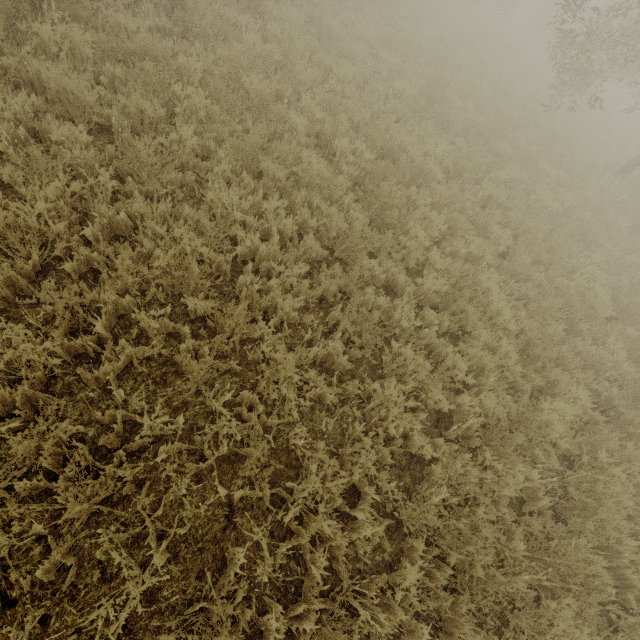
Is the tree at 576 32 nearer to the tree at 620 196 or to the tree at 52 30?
the tree at 620 196

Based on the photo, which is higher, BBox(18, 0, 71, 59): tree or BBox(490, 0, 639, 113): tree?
BBox(490, 0, 639, 113): tree

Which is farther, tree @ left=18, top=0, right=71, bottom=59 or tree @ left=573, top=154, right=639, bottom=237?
tree @ left=573, top=154, right=639, bottom=237

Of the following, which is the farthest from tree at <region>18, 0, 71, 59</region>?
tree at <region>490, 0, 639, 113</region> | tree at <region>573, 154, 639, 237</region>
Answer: tree at <region>490, 0, 639, 113</region>

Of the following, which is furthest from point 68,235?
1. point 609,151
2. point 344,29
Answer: point 609,151

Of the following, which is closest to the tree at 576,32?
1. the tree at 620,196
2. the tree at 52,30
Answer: the tree at 620,196

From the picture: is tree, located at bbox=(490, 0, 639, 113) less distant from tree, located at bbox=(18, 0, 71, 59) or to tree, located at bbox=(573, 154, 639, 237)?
tree, located at bbox=(573, 154, 639, 237)
